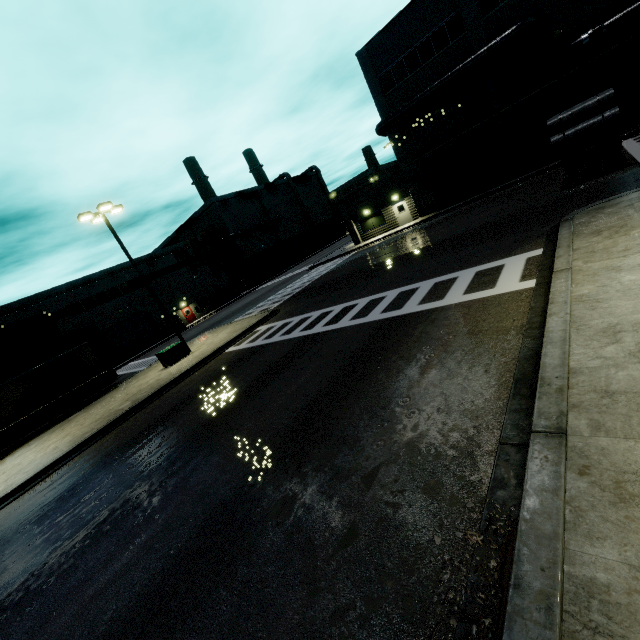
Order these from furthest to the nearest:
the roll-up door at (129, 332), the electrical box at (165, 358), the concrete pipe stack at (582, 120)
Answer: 1. the roll-up door at (129, 332)
2. the electrical box at (165, 358)
3. the concrete pipe stack at (582, 120)

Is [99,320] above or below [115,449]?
above

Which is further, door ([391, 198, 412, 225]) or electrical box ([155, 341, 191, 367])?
door ([391, 198, 412, 225])

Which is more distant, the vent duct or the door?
the door

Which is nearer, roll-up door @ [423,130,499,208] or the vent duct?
the vent duct

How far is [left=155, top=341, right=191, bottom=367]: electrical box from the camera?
19.5 meters

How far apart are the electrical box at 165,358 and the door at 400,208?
23.4m

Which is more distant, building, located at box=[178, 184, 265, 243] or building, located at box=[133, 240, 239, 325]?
building, located at box=[178, 184, 265, 243]
